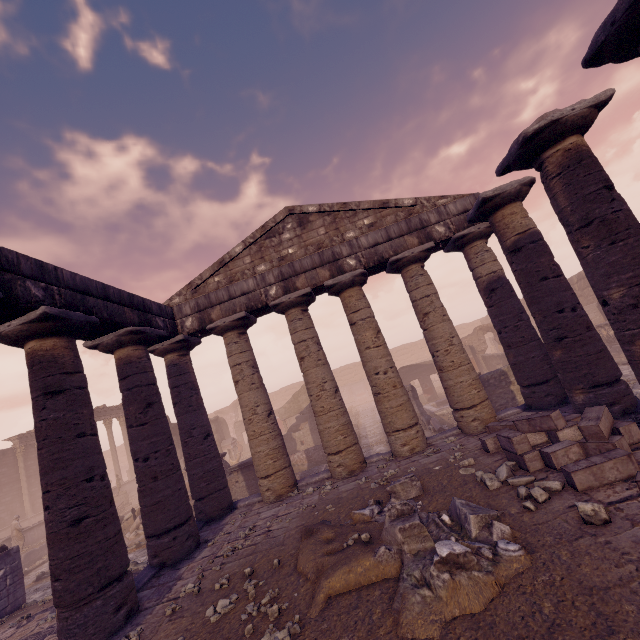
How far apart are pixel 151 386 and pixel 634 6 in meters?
10.4

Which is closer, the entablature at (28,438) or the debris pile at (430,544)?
the debris pile at (430,544)

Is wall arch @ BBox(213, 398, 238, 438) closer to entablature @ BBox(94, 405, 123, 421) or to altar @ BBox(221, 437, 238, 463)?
entablature @ BBox(94, 405, 123, 421)

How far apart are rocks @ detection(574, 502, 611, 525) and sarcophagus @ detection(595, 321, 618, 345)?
16.5 meters

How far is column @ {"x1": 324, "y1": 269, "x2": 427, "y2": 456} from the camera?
9.1m

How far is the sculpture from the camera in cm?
1658

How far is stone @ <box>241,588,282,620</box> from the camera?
4.1 meters

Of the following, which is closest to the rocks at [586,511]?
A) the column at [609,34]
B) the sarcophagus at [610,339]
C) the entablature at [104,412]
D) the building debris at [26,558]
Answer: the column at [609,34]
